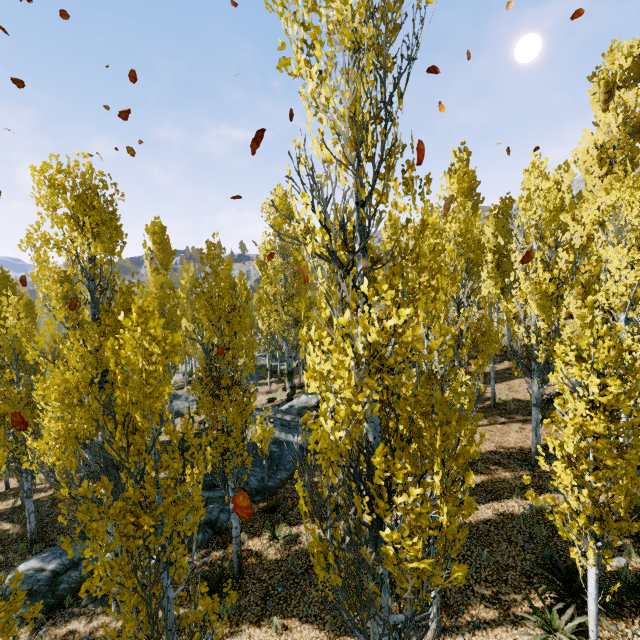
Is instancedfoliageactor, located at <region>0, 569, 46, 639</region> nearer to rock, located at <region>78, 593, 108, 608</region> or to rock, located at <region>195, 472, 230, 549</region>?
rock, located at <region>195, 472, 230, 549</region>

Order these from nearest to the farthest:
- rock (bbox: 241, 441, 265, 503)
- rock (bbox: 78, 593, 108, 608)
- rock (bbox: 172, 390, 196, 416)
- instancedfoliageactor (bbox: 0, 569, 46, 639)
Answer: instancedfoliageactor (bbox: 0, 569, 46, 639)
rock (bbox: 78, 593, 108, 608)
rock (bbox: 241, 441, 265, 503)
rock (bbox: 172, 390, 196, 416)

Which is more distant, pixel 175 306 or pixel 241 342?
pixel 175 306

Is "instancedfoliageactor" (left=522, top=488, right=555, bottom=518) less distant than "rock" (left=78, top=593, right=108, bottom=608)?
Yes

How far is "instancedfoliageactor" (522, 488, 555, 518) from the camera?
5.4m

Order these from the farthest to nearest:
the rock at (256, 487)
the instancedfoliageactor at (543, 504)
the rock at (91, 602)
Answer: the rock at (256, 487) < the rock at (91, 602) < the instancedfoliageactor at (543, 504)

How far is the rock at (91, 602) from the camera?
9.5m

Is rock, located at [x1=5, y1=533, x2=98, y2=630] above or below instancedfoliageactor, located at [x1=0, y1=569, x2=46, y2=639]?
below
